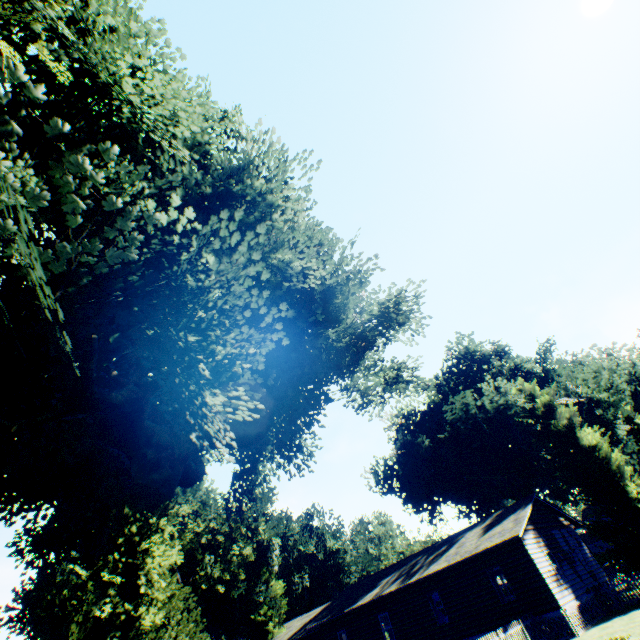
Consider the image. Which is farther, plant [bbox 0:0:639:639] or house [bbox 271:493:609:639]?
house [bbox 271:493:609:639]

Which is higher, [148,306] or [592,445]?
[148,306]

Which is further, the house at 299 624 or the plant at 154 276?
the house at 299 624

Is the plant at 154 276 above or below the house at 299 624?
above

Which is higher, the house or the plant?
the plant
